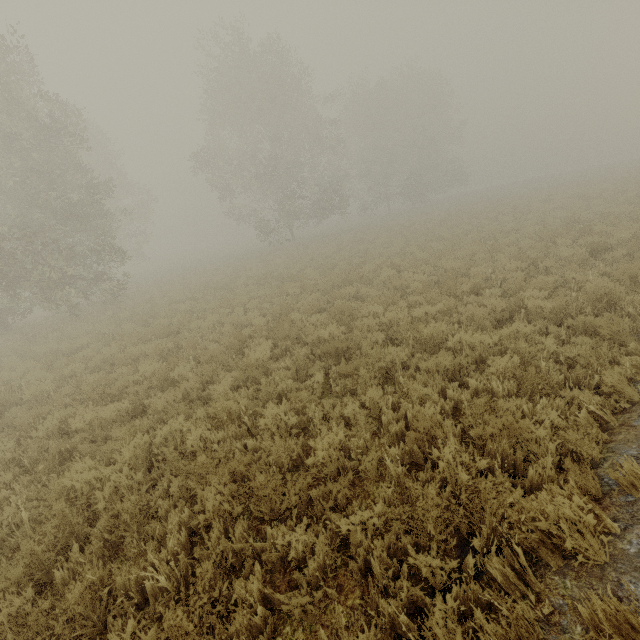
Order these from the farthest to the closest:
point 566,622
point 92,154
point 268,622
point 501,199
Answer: point 92,154 < point 501,199 < point 268,622 < point 566,622
